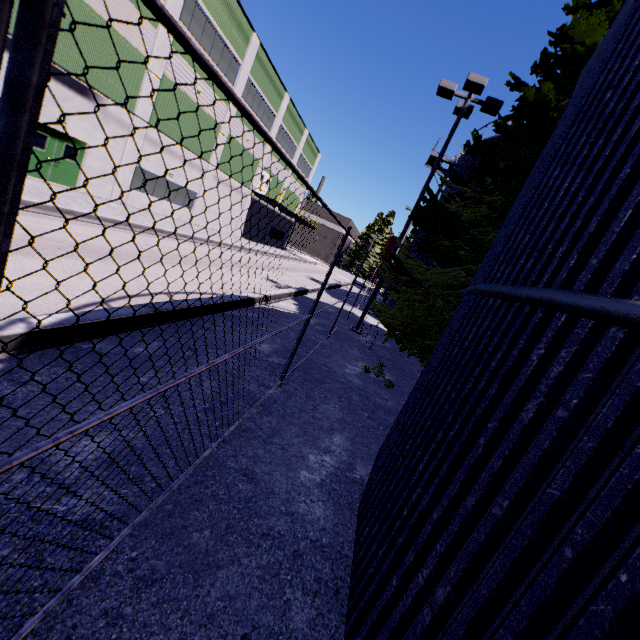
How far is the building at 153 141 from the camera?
19.1m

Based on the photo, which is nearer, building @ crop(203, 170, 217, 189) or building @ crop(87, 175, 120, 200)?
building @ crop(87, 175, 120, 200)

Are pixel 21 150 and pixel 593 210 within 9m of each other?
yes

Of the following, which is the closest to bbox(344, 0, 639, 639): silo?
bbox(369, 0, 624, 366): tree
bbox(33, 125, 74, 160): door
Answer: bbox(369, 0, 624, 366): tree

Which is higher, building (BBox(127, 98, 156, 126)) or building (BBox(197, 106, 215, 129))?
building (BBox(197, 106, 215, 129))

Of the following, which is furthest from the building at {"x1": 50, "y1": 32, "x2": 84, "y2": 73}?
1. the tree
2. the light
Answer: the light
